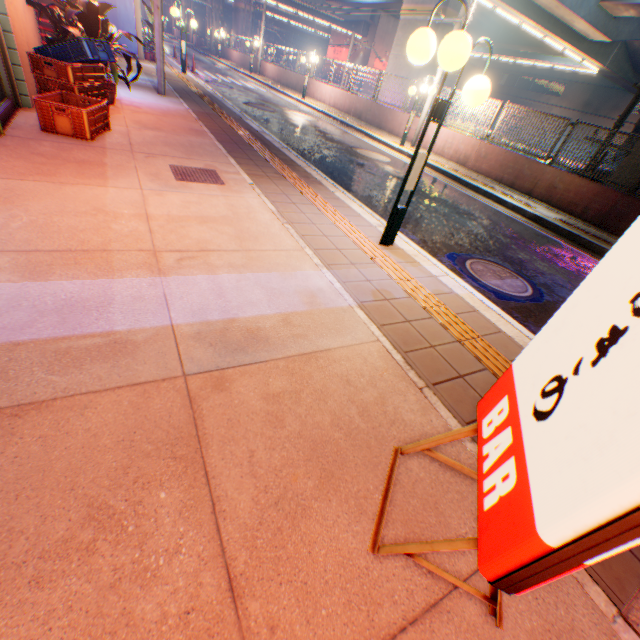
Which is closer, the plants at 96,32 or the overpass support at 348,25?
the plants at 96,32

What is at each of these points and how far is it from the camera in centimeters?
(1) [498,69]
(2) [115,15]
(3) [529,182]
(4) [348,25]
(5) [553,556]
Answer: (1) building, 5247cm
(2) billboard, 1277cm
(3) concrete block, 1055cm
(4) overpass support, 4094cm
(5) sign, 83cm

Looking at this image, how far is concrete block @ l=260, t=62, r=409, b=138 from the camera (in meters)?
15.37

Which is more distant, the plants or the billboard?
the billboard

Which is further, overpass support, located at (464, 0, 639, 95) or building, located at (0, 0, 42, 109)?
overpass support, located at (464, 0, 639, 95)

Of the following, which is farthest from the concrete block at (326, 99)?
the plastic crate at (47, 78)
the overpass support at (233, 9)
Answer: the plastic crate at (47, 78)

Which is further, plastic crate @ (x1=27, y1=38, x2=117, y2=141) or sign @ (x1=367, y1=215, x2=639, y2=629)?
plastic crate @ (x1=27, y1=38, x2=117, y2=141)

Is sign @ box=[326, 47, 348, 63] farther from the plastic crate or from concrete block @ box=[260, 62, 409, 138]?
the plastic crate
